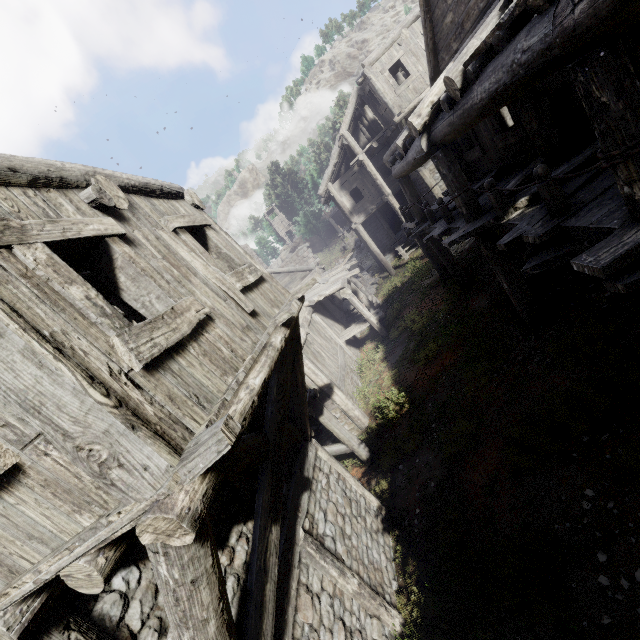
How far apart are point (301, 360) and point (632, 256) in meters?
5.2

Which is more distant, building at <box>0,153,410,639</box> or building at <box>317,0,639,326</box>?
building at <box>317,0,639,326</box>

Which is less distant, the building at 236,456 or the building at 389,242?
the building at 236,456
